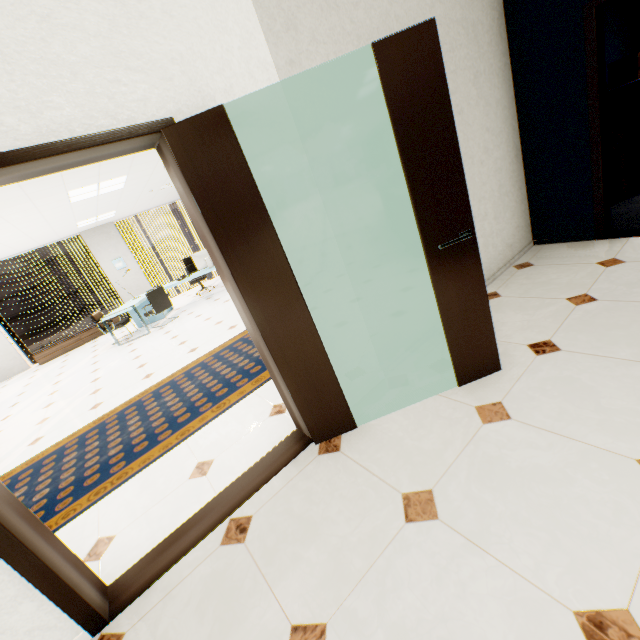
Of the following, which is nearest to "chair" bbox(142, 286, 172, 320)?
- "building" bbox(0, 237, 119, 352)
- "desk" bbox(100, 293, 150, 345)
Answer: "desk" bbox(100, 293, 150, 345)

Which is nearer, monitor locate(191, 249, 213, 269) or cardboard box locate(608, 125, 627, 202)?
cardboard box locate(608, 125, 627, 202)

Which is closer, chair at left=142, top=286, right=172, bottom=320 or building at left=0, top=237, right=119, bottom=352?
chair at left=142, top=286, right=172, bottom=320

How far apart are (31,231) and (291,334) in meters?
8.3

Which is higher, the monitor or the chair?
the monitor

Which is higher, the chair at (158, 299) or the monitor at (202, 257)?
the monitor at (202, 257)

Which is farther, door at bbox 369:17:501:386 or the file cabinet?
the file cabinet

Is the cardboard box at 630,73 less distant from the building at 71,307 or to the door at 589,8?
the door at 589,8
